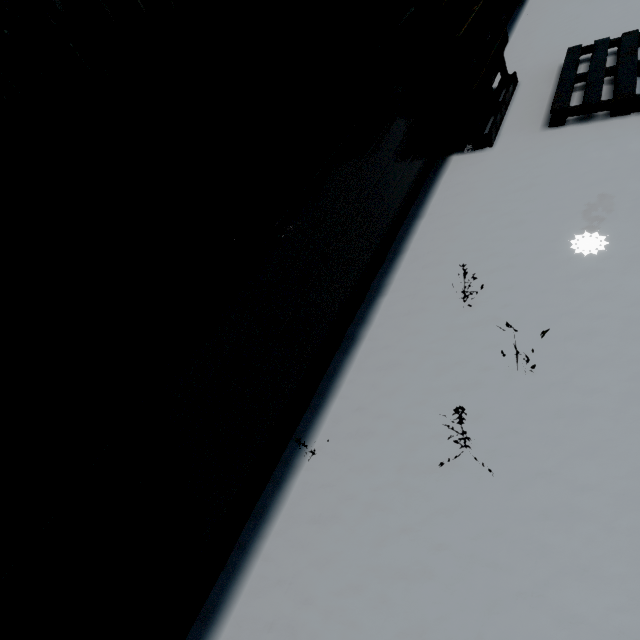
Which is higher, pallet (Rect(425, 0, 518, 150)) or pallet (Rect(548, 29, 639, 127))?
pallet (Rect(425, 0, 518, 150))

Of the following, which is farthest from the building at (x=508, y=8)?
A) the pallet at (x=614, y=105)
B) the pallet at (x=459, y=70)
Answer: the pallet at (x=614, y=105)

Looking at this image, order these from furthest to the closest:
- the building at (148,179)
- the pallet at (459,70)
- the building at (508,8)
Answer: the building at (508,8) < the pallet at (459,70) < the building at (148,179)

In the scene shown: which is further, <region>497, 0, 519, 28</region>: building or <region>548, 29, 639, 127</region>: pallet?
<region>497, 0, 519, 28</region>: building

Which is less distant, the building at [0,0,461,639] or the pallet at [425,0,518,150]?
the building at [0,0,461,639]

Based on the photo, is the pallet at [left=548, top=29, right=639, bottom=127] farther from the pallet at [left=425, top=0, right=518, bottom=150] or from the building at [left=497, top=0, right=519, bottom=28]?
the building at [left=497, top=0, right=519, bottom=28]

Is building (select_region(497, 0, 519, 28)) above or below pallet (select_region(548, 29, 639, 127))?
above

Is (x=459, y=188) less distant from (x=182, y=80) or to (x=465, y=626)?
(x=182, y=80)
